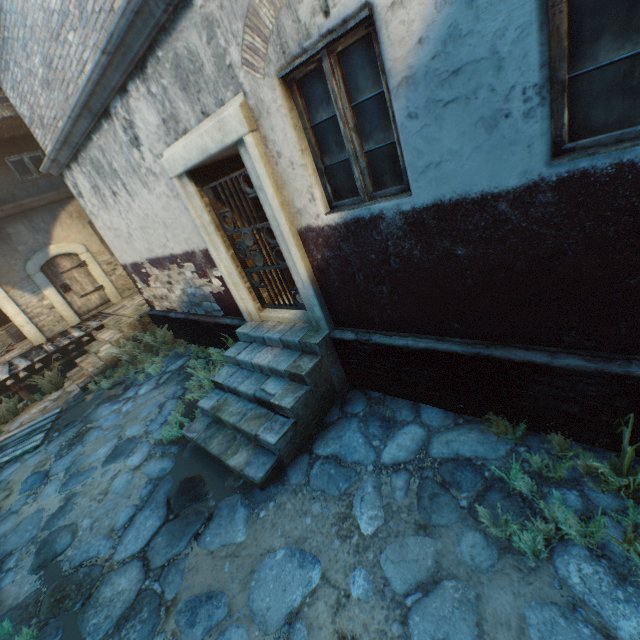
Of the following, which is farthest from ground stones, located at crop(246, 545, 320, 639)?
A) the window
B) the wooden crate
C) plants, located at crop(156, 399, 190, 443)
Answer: the window

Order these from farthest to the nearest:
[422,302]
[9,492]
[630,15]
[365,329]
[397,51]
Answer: [9,492] → [365,329] → [422,302] → [397,51] → [630,15]

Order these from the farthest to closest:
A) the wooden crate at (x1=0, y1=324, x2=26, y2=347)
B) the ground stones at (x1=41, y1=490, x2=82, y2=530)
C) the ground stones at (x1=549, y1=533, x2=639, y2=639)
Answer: the wooden crate at (x1=0, y1=324, x2=26, y2=347)
the ground stones at (x1=41, y1=490, x2=82, y2=530)
the ground stones at (x1=549, y1=533, x2=639, y2=639)

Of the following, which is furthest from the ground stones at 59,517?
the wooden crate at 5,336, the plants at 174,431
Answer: the wooden crate at 5,336

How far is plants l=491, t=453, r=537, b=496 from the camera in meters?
2.7 m

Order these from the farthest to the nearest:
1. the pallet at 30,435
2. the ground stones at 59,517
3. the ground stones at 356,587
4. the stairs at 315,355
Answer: the pallet at 30,435 < the ground stones at 59,517 < the stairs at 315,355 < the ground stones at 356,587

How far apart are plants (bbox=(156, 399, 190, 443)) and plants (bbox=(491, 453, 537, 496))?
4.1m
